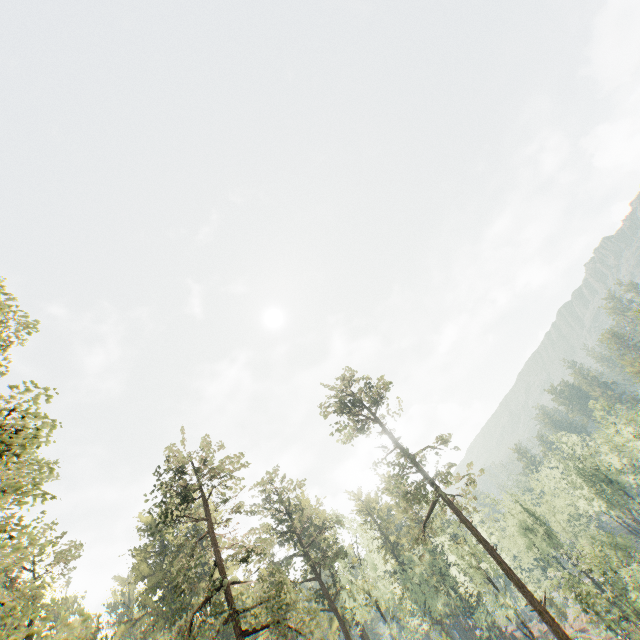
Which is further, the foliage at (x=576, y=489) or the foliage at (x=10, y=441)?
the foliage at (x=576, y=489)

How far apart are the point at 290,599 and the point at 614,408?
59.9m

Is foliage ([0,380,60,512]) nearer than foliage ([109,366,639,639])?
Yes

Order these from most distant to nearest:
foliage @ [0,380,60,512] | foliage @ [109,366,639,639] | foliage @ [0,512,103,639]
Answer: foliage @ [109,366,639,639]
foliage @ [0,380,60,512]
foliage @ [0,512,103,639]

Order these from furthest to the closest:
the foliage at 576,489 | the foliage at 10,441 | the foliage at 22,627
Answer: the foliage at 576,489 < the foliage at 10,441 < the foliage at 22,627
